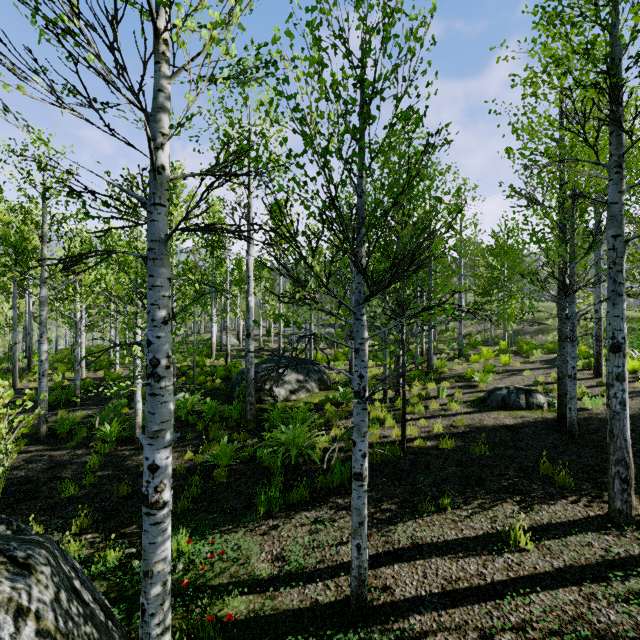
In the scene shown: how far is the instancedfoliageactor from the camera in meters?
6.9 m

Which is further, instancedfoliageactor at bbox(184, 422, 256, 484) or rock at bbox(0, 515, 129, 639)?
instancedfoliageactor at bbox(184, 422, 256, 484)

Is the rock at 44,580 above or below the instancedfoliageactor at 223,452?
above

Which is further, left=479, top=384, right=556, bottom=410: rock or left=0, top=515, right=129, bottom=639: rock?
left=479, top=384, right=556, bottom=410: rock

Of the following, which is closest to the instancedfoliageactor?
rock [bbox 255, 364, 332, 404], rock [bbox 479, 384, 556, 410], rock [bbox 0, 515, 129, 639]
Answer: rock [bbox 255, 364, 332, 404]

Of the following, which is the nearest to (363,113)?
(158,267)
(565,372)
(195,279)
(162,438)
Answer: (158,267)

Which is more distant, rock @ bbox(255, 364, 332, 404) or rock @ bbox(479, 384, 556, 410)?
rock @ bbox(255, 364, 332, 404)

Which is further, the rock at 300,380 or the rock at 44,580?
the rock at 300,380
